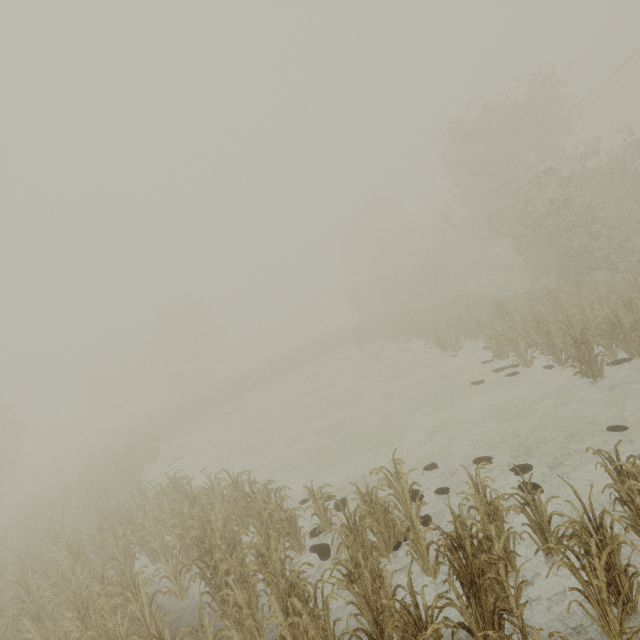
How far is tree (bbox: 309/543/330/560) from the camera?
7.2 meters

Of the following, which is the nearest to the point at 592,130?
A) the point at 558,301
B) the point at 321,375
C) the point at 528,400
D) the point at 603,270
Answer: the point at 603,270

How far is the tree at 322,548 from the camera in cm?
723
